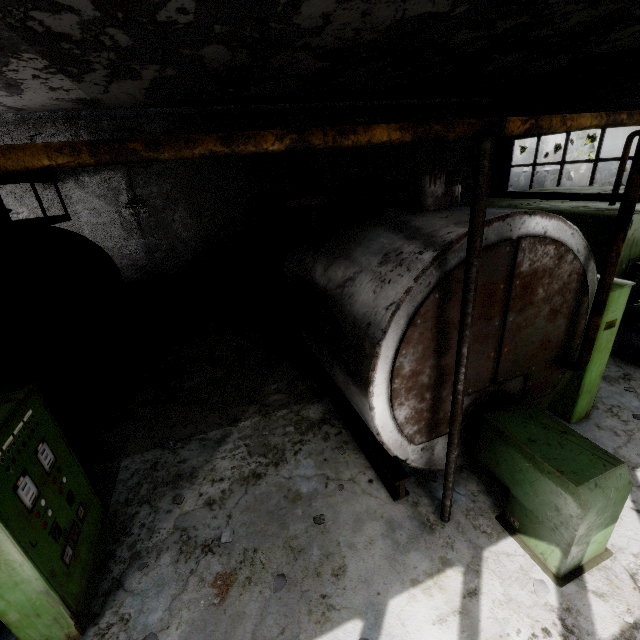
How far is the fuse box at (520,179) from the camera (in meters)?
19.09

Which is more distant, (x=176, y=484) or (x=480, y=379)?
(x=176, y=484)

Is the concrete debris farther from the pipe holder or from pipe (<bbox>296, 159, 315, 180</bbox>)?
pipe (<bbox>296, 159, 315, 180</bbox>)

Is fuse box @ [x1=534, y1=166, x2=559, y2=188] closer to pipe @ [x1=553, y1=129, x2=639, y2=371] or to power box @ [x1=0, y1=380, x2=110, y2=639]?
pipe @ [x1=553, y1=129, x2=639, y2=371]

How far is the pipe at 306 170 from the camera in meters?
9.3

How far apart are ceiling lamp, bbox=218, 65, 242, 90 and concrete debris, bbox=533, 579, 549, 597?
10.54m

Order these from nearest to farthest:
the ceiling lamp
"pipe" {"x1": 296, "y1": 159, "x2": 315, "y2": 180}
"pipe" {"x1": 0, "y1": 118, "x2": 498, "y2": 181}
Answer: "pipe" {"x1": 0, "y1": 118, "x2": 498, "y2": 181} < the ceiling lamp < "pipe" {"x1": 296, "y1": 159, "x2": 315, "y2": 180}

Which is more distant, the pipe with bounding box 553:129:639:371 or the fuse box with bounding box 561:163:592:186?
the fuse box with bounding box 561:163:592:186
